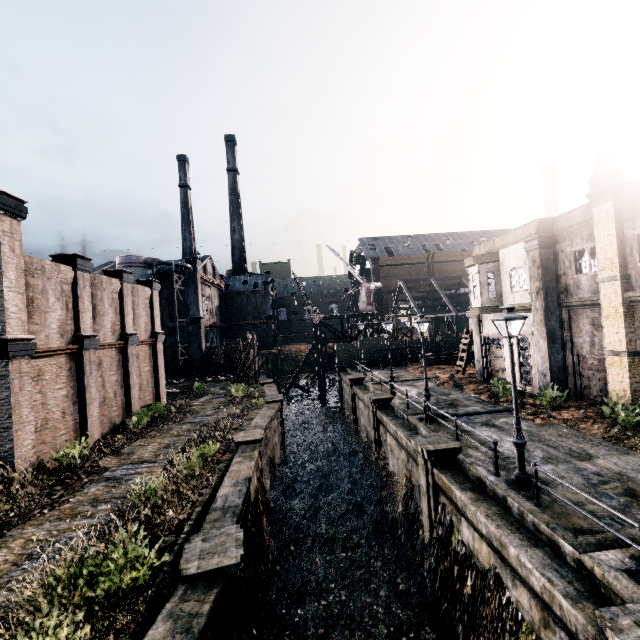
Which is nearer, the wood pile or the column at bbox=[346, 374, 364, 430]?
the column at bbox=[346, 374, 364, 430]

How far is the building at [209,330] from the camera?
46.6 meters

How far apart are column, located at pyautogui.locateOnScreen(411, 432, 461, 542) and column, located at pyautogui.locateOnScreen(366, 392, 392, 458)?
7.2m

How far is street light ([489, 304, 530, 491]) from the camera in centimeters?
1006cm

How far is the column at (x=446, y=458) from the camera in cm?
1266

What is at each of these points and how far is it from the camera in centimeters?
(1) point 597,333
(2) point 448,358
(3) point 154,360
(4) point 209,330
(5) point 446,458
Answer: (1) building, 1708cm
(2) wood pile, 3541cm
(3) building, 2708cm
(4) building, 5316cm
(5) column, 1284cm

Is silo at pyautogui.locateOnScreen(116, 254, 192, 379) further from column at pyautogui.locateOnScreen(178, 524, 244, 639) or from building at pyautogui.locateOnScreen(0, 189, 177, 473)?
column at pyautogui.locateOnScreen(178, 524, 244, 639)

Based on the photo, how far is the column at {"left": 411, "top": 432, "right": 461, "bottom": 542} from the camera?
12.7 meters
